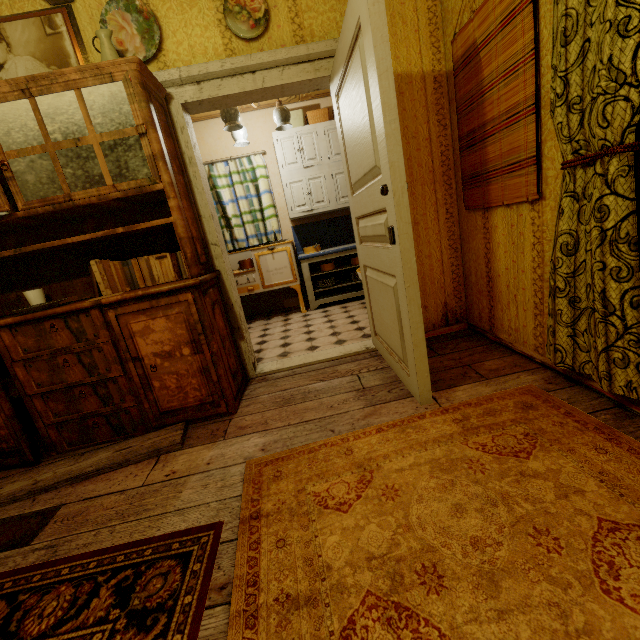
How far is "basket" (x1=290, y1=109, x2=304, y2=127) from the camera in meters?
4.3

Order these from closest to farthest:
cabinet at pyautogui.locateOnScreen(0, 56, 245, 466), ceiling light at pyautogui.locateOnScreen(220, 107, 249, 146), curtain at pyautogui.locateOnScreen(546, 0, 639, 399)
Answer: curtain at pyautogui.locateOnScreen(546, 0, 639, 399)
cabinet at pyautogui.locateOnScreen(0, 56, 245, 466)
ceiling light at pyautogui.locateOnScreen(220, 107, 249, 146)

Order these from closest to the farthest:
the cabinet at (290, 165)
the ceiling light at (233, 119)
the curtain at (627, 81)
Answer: the curtain at (627, 81), the ceiling light at (233, 119), the cabinet at (290, 165)

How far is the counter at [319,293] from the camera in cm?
459

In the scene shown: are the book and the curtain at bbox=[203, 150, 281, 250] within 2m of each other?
no

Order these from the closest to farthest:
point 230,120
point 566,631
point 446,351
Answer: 1. point 566,631
2. point 446,351
3. point 230,120

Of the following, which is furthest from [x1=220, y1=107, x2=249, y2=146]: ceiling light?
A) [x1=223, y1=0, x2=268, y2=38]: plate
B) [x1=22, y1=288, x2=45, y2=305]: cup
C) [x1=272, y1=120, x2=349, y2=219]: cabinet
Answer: [x1=22, y1=288, x2=45, y2=305]: cup

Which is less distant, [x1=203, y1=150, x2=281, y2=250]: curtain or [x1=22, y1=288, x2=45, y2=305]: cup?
[x1=22, y1=288, x2=45, y2=305]: cup
